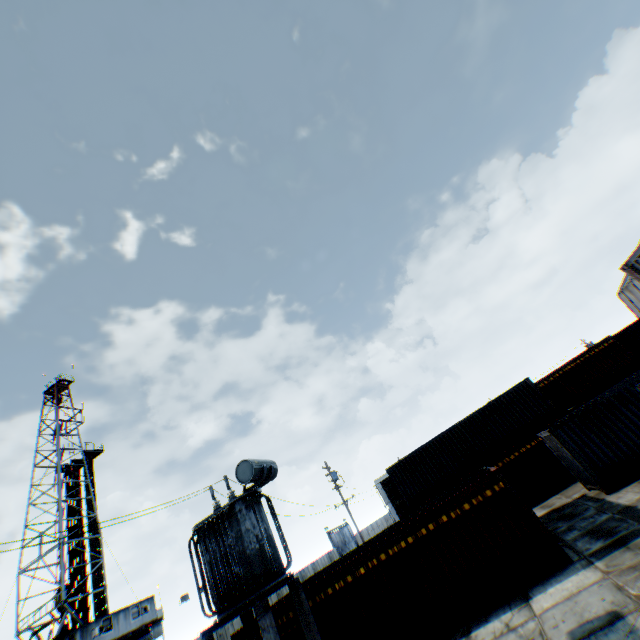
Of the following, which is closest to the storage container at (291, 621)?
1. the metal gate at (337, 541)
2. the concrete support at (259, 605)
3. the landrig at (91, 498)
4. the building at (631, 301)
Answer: the concrete support at (259, 605)

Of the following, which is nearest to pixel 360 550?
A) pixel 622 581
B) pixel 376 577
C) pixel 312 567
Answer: pixel 376 577

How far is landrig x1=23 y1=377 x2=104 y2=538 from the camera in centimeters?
3322cm

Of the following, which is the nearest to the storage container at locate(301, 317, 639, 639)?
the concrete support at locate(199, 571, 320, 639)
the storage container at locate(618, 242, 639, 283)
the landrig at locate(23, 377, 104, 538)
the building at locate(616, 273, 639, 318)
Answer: the concrete support at locate(199, 571, 320, 639)

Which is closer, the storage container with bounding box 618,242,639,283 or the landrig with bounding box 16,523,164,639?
the storage container with bounding box 618,242,639,283

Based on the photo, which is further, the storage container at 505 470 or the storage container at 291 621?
the storage container at 291 621

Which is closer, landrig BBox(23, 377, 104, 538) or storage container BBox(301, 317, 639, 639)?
storage container BBox(301, 317, 639, 639)

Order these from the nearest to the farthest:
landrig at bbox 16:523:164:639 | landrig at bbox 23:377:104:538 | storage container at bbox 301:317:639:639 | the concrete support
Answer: the concrete support < storage container at bbox 301:317:639:639 < landrig at bbox 16:523:164:639 < landrig at bbox 23:377:104:538
